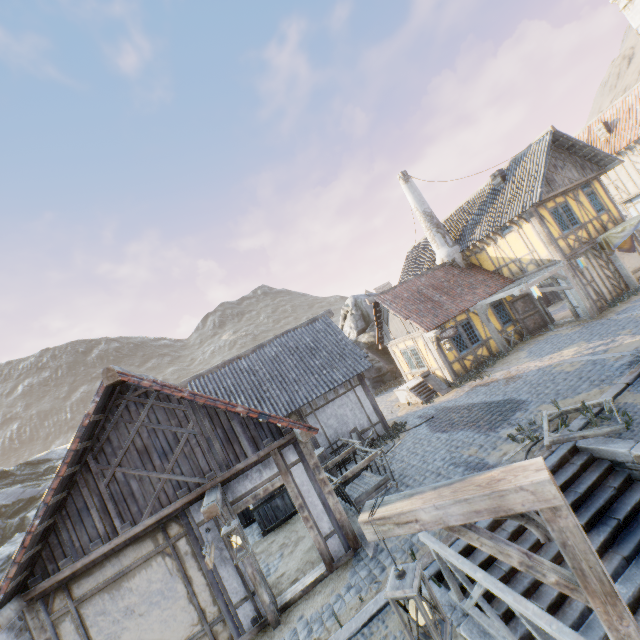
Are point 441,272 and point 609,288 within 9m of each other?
yes

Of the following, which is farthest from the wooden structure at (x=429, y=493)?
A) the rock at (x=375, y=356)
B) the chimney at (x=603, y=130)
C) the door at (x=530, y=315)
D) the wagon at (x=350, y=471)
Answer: the chimney at (x=603, y=130)

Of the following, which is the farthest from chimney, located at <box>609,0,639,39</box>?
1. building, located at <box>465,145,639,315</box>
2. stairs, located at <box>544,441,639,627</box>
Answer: stairs, located at <box>544,441,639,627</box>

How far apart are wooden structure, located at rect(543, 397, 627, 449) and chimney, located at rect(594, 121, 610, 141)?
23.0m

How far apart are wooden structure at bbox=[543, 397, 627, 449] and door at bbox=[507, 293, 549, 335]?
9.7 meters

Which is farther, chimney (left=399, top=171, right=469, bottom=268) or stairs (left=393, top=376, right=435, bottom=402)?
chimney (left=399, top=171, right=469, bottom=268)

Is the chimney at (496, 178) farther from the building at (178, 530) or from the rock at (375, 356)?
the building at (178, 530)

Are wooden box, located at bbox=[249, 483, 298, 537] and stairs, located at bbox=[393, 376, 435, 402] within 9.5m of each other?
yes
